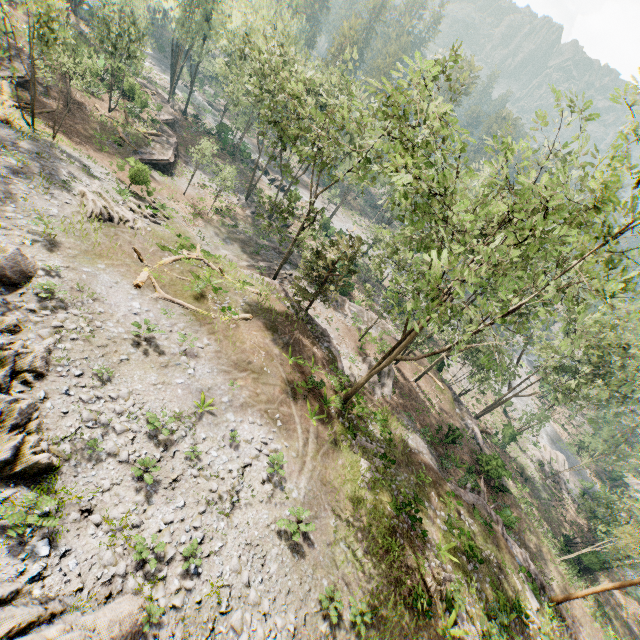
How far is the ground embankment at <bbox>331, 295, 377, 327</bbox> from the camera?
35.2m

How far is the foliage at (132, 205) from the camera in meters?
24.2 m

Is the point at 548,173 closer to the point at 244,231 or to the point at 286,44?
the point at 244,231

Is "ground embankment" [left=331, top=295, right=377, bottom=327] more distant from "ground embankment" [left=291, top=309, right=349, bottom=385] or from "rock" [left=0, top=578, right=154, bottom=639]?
"rock" [left=0, top=578, right=154, bottom=639]

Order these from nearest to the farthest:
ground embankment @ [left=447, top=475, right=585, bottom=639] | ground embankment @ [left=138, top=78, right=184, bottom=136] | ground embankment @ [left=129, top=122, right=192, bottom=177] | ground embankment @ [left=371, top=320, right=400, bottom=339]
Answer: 1. ground embankment @ [left=447, top=475, right=585, bottom=639]
2. ground embankment @ [left=129, top=122, right=192, bottom=177]
3. ground embankment @ [left=371, top=320, right=400, bottom=339]
4. ground embankment @ [left=138, top=78, right=184, bottom=136]

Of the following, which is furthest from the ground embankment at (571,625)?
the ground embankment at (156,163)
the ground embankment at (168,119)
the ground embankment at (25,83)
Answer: the ground embankment at (168,119)

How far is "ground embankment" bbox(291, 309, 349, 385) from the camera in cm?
2483

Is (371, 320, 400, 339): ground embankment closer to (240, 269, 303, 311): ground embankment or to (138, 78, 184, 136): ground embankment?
(240, 269, 303, 311): ground embankment
